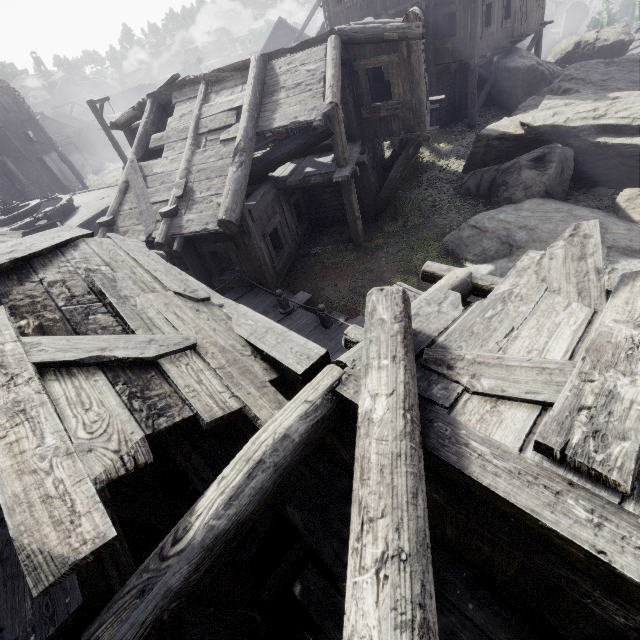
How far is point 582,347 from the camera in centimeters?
278cm

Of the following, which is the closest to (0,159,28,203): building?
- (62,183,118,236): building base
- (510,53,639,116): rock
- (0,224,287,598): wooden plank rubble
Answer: (0,224,287,598): wooden plank rubble

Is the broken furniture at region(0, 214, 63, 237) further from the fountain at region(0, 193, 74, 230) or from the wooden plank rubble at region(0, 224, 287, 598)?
the wooden plank rubble at region(0, 224, 287, 598)

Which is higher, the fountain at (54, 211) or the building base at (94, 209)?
the fountain at (54, 211)

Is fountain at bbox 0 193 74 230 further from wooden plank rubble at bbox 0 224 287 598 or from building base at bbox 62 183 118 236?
wooden plank rubble at bbox 0 224 287 598

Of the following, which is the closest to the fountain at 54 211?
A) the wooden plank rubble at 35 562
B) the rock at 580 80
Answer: the wooden plank rubble at 35 562

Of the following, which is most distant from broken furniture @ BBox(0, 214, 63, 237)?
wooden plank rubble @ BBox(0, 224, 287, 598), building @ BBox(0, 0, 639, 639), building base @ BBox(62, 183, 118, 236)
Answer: wooden plank rubble @ BBox(0, 224, 287, 598)

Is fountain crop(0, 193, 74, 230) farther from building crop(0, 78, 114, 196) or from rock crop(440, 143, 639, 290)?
rock crop(440, 143, 639, 290)
